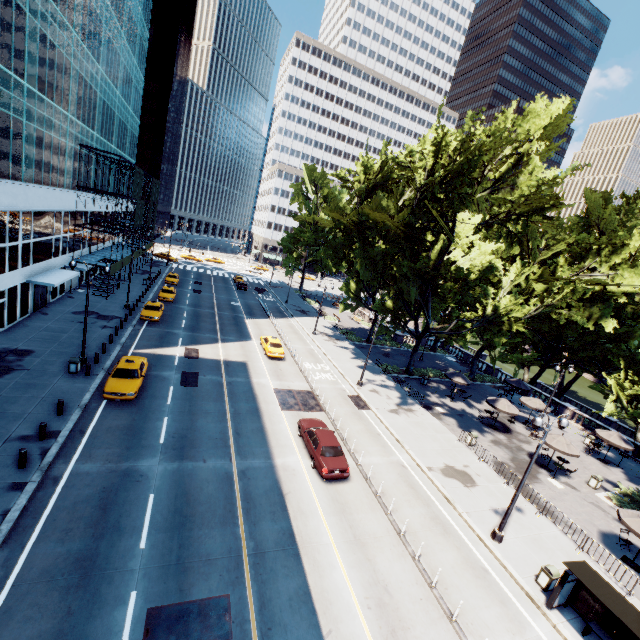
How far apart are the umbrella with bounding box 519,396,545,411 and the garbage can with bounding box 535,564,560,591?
19.2m

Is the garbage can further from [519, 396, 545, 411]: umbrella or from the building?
the building

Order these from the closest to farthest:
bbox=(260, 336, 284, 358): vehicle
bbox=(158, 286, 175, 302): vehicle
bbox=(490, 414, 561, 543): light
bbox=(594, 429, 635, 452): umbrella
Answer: bbox=(490, 414, 561, 543): light → bbox=(594, 429, 635, 452): umbrella → bbox=(260, 336, 284, 358): vehicle → bbox=(158, 286, 175, 302): vehicle

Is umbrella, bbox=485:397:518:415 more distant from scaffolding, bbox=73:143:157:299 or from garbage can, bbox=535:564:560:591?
scaffolding, bbox=73:143:157:299

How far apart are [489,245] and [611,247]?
10.8 meters

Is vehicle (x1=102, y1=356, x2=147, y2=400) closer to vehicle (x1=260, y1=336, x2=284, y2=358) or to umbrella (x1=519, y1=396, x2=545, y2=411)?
vehicle (x1=260, y1=336, x2=284, y2=358)

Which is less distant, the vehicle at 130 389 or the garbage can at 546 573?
the garbage can at 546 573

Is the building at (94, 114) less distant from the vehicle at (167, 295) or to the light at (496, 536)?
the vehicle at (167, 295)
